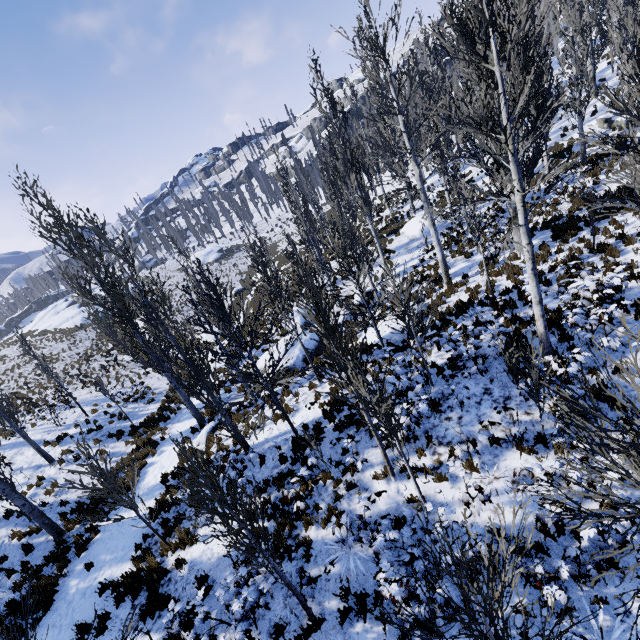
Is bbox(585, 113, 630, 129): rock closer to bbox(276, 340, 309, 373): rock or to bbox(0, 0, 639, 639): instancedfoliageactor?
bbox(0, 0, 639, 639): instancedfoliageactor

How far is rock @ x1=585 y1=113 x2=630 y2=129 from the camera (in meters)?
19.92

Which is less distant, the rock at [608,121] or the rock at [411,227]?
the rock at [608,121]

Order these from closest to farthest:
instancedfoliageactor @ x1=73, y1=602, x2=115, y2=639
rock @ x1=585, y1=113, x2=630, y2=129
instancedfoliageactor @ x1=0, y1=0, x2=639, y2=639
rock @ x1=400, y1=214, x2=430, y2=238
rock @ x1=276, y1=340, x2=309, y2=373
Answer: instancedfoliageactor @ x1=73, y1=602, x2=115, y2=639 → instancedfoliageactor @ x1=0, y1=0, x2=639, y2=639 → rock @ x1=276, y1=340, x2=309, y2=373 → rock @ x1=585, y1=113, x2=630, y2=129 → rock @ x1=400, y1=214, x2=430, y2=238

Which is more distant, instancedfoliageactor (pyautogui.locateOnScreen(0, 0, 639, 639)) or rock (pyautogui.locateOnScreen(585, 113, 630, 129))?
rock (pyautogui.locateOnScreen(585, 113, 630, 129))

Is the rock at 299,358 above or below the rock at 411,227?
below

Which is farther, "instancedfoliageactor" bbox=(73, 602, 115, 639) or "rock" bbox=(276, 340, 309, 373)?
"rock" bbox=(276, 340, 309, 373)

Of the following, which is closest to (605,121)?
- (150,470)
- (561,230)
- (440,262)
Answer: (561,230)
